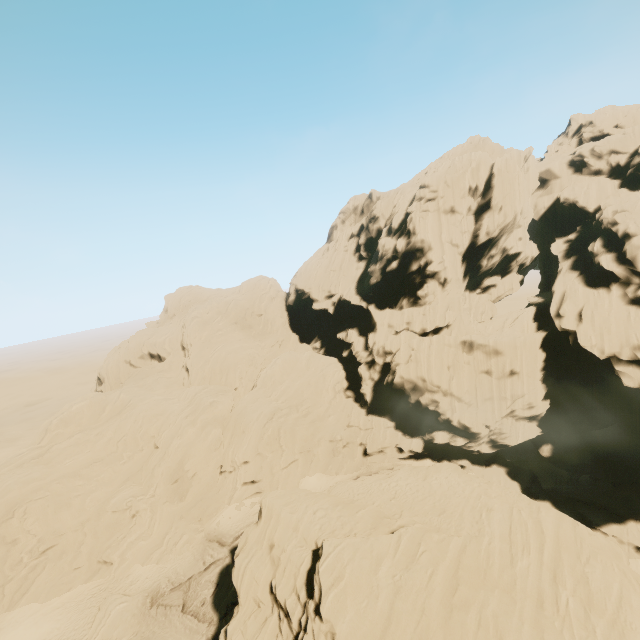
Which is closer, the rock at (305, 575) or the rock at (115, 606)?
the rock at (305, 575)

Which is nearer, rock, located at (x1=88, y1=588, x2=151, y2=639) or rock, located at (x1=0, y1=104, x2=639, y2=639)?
rock, located at (x1=0, y1=104, x2=639, y2=639)

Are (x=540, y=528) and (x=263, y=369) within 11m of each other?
no

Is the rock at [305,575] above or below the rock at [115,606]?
above

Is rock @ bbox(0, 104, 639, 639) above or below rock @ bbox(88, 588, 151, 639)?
above
